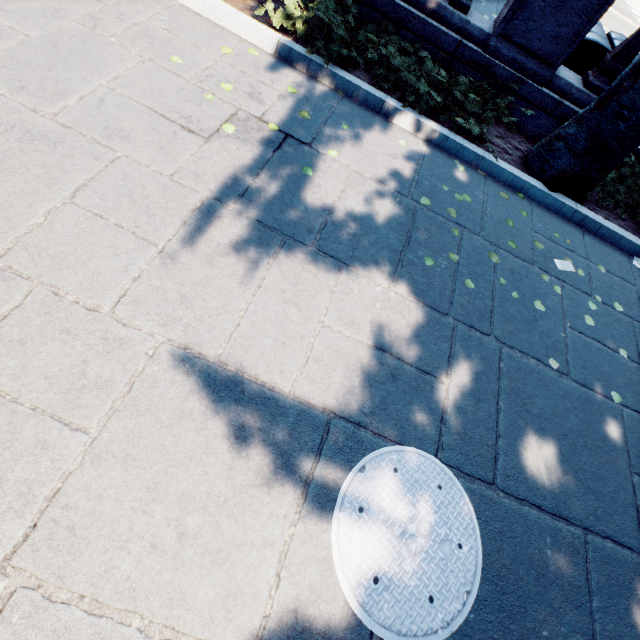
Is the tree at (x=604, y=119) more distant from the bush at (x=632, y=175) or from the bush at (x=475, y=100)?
the bush at (x=475, y=100)

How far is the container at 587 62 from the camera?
4.9 meters

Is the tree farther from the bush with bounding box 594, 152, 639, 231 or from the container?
the container

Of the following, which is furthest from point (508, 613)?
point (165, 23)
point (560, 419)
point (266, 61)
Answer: point (165, 23)

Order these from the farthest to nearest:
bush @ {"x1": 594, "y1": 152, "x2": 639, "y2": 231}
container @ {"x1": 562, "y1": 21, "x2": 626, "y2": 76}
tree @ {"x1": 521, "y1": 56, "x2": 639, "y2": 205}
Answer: container @ {"x1": 562, "y1": 21, "x2": 626, "y2": 76} < bush @ {"x1": 594, "y1": 152, "x2": 639, "y2": 231} < tree @ {"x1": 521, "y1": 56, "x2": 639, "y2": 205}

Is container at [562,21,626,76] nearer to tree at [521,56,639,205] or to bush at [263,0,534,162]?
bush at [263,0,534,162]

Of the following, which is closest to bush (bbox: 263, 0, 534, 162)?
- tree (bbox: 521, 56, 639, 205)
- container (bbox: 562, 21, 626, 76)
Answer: tree (bbox: 521, 56, 639, 205)

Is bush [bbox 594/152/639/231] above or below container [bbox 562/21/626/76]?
below
